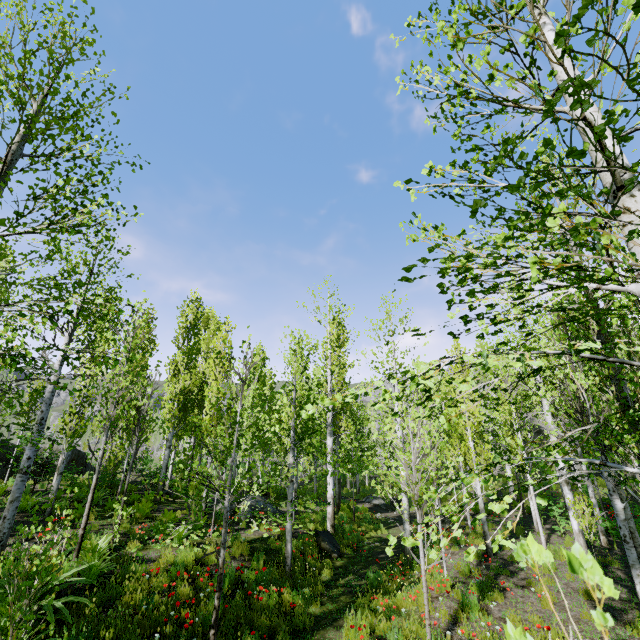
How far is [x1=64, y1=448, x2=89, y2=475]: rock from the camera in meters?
19.4

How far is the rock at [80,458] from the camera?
19.38m

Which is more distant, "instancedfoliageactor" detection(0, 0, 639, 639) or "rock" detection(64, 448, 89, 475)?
"rock" detection(64, 448, 89, 475)

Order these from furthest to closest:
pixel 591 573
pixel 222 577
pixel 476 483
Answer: pixel 476 483 < pixel 222 577 < pixel 591 573

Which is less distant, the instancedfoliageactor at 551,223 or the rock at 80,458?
the instancedfoliageactor at 551,223
